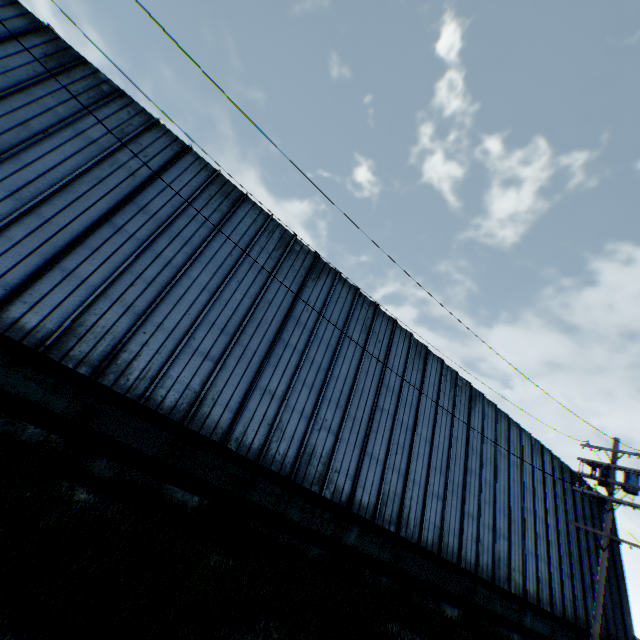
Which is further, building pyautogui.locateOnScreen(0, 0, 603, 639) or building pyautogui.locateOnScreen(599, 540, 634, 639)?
building pyautogui.locateOnScreen(599, 540, 634, 639)

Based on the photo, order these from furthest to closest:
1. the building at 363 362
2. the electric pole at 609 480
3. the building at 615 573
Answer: the building at 615 573
the electric pole at 609 480
the building at 363 362

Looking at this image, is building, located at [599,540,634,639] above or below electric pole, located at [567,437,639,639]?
below

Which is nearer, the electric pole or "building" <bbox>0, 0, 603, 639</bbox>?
"building" <bbox>0, 0, 603, 639</bbox>

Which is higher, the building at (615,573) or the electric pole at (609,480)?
the electric pole at (609,480)

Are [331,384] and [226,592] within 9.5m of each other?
yes

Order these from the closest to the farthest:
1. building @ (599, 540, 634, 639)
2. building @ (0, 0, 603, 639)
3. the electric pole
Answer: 1. building @ (0, 0, 603, 639)
2. the electric pole
3. building @ (599, 540, 634, 639)
